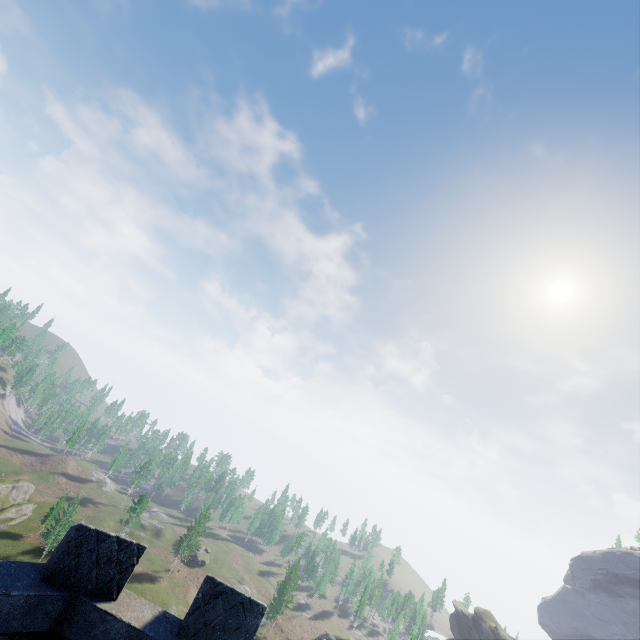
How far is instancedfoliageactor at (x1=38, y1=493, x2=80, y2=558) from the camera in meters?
54.0 m

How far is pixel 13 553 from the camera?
52.22m

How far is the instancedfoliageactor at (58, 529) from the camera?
53.98m
